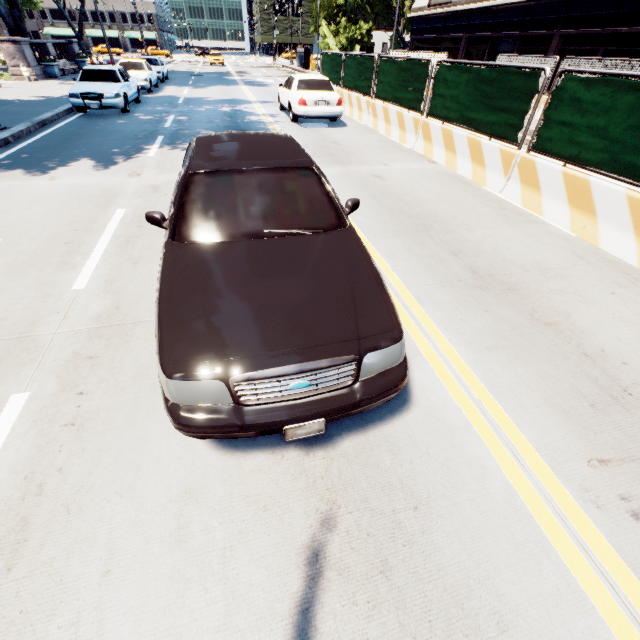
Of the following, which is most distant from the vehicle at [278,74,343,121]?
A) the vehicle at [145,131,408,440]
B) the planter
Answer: the planter

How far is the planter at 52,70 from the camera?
21.58m

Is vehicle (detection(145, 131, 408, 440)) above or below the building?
below

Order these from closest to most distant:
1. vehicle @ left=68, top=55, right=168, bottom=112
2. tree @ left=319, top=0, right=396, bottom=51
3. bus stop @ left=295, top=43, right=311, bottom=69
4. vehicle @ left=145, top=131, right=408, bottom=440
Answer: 1. vehicle @ left=145, top=131, right=408, bottom=440
2. vehicle @ left=68, top=55, right=168, bottom=112
3. bus stop @ left=295, top=43, right=311, bottom=69
4. tree @ left=319, top=0, right=396, bottom=51

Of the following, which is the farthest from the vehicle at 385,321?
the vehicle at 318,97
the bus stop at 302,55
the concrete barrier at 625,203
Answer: the bus stop at 302,55

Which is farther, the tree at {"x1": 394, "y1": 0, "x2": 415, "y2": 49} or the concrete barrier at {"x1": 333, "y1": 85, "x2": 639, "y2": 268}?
the tree at {"x1": 394, "y1": 0, "x2": 415, "y2": 49}

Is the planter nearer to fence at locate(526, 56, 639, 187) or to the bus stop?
fence at locate(526, 56, 639, 187)

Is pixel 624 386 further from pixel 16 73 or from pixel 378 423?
pixel 16 73
